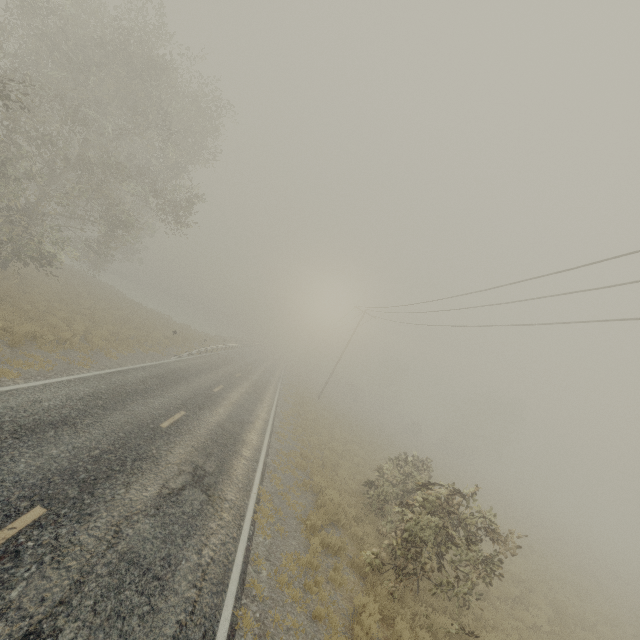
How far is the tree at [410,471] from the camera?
8.3 meters

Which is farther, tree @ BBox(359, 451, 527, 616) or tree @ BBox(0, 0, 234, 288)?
tree @ BBox(0, 0, 234, 288)

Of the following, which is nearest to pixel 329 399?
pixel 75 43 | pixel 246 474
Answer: pixel 246 474

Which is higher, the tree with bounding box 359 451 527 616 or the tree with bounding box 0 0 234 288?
the tree with bounding box 0 0 234 288

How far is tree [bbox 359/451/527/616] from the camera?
8.3m

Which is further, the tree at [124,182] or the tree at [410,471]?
the tree at [124,182]
